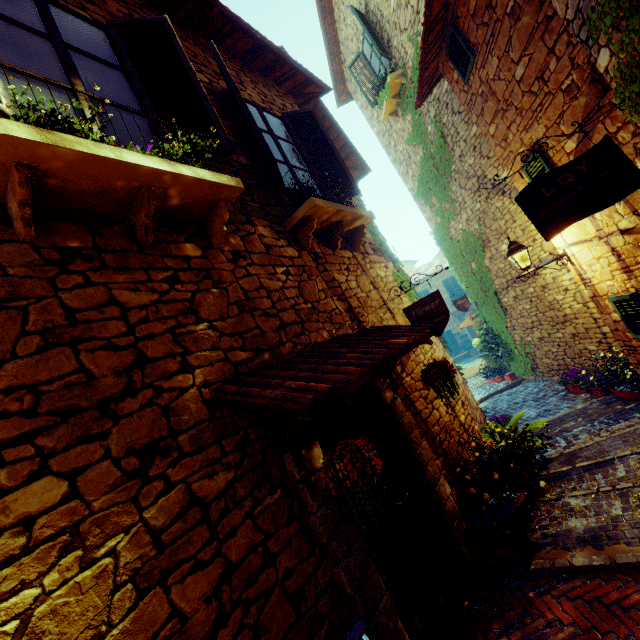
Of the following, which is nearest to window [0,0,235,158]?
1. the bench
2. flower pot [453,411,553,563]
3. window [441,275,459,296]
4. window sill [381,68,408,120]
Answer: the bench

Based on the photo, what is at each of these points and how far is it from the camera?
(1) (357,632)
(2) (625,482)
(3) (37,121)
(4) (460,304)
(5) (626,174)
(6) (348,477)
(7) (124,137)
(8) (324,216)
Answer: (1) bench, 2.0m
(2) stair, 3.6m
(3) flower pot, 1.8m
(4) sign post, 10.2m
(5) sign post, 2.9m
(6) flower pot, 1.8m
(7) window, 2.6m
(8) window sill, 3.8m

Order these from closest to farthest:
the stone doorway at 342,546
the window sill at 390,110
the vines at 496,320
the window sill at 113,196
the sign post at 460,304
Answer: the window sill at 113,196
the stone doorway at 342,546
the window sill at 390,110
the vines at 496,320
the sign post at 460,304

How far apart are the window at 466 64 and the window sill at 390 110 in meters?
3.2 m

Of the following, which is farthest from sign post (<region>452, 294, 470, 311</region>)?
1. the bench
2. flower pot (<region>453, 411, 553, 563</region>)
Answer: the bench

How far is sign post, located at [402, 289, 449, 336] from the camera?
3.8 meters

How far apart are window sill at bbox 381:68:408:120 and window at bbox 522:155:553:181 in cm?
504

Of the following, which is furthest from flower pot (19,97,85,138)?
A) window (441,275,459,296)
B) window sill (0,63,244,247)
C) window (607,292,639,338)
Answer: window (441,275,459,296)
